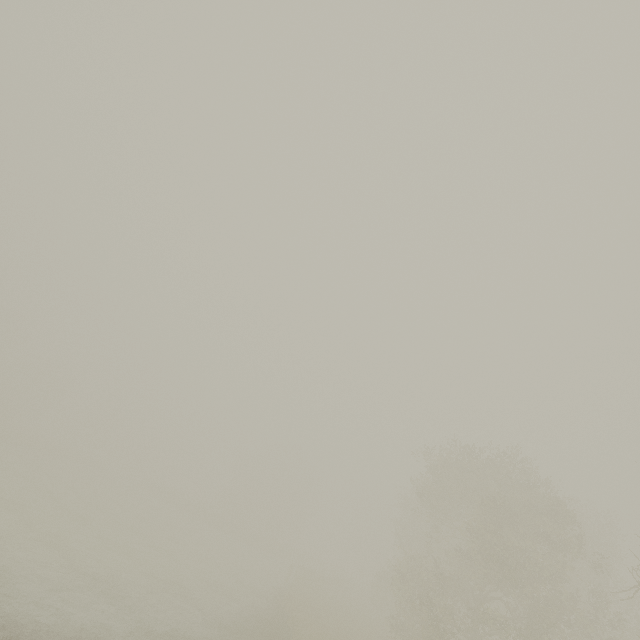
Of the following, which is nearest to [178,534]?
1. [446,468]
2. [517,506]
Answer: [446,468]
